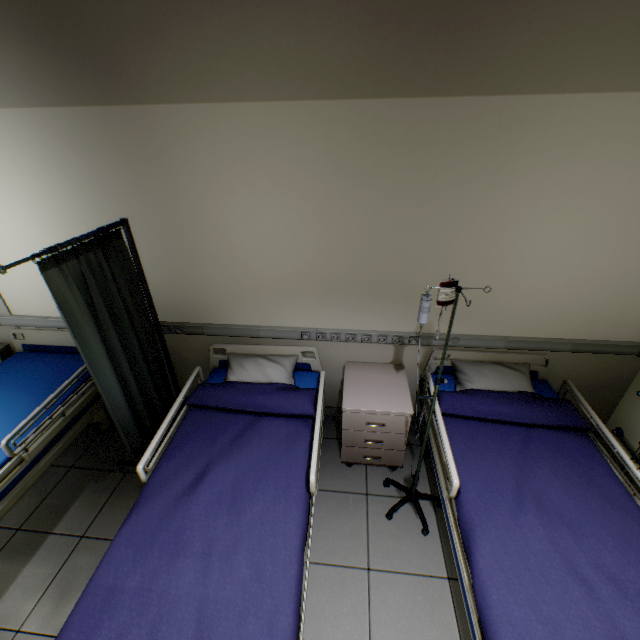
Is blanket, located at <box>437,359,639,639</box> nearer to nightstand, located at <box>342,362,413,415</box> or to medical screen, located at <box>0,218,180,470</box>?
nightstand, located at <box>342,362,413,415</box>

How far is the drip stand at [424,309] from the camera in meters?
1.6

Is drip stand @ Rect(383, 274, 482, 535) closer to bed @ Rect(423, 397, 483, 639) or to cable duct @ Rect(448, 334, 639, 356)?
bed @ Rect(423, 397, 483, 639)

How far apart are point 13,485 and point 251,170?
2.68m

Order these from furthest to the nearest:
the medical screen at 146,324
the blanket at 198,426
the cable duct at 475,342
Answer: the cable duct at 475,342 < the medical screen at 146,324 < the blanket at 198,426

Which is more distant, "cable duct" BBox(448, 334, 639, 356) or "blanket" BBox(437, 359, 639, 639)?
"cable duct" BBox(448, 334, 639, 356)

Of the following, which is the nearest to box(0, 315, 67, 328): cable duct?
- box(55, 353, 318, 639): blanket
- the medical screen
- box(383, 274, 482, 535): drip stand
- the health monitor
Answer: the medical screen

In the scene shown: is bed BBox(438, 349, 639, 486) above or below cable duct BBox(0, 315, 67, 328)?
below
